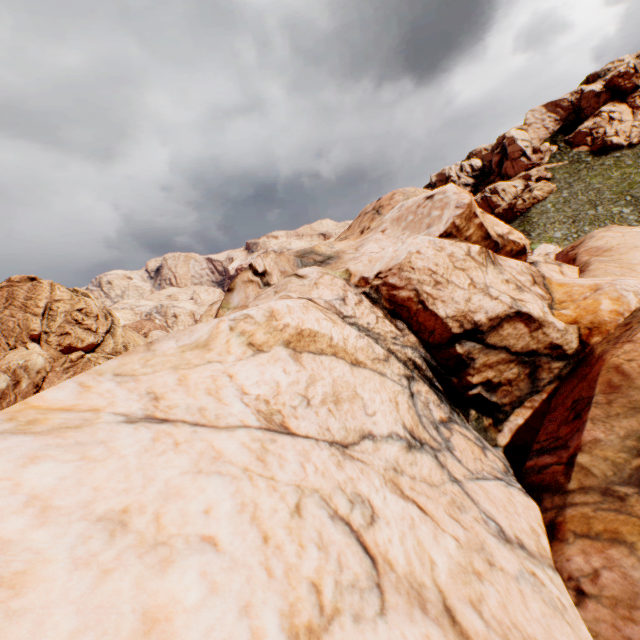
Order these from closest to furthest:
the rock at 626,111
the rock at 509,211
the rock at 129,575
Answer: the rock at 129,575
the rock at 626,111
the rock at 509,211

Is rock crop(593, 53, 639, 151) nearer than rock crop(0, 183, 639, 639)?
No

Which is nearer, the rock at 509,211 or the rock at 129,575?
the rock at 129,575

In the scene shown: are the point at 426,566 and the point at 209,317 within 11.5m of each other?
no

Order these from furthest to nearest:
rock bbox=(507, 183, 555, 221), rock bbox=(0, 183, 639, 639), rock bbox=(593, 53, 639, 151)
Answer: rock bbox=(507, 183, 555, 221), rock bbox=(593, 53, 639, 151), rock bbox=(0, 183, 639, 639)

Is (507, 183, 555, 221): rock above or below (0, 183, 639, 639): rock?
above
